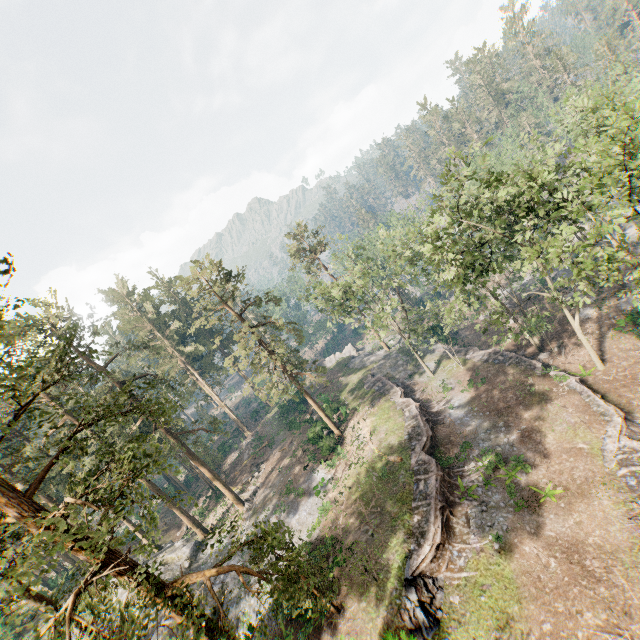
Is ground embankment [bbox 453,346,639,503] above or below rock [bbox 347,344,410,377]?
below

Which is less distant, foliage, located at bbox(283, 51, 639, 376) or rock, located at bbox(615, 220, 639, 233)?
Result: foliage, located at bbox(283, 51, 639, 376)

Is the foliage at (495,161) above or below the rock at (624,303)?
above

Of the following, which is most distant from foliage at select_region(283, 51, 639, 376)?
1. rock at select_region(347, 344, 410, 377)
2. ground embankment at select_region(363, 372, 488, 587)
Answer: ground embankment at select_region(363, 372, 488, 587)

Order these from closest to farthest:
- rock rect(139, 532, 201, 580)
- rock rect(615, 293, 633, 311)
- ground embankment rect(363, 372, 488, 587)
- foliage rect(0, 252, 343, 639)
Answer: foliage rect(0, 252, 343, 639) → ground embankment rect(363, 372, 488, 587) → rock rect(615, 293, 633, 311) → rock rect(139, 532, 201, 580)

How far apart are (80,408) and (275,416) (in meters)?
45.95

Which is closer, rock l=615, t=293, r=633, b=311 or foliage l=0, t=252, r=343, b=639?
foliage l=0, t=252, r=343, b=639

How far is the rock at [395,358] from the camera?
44.91m
